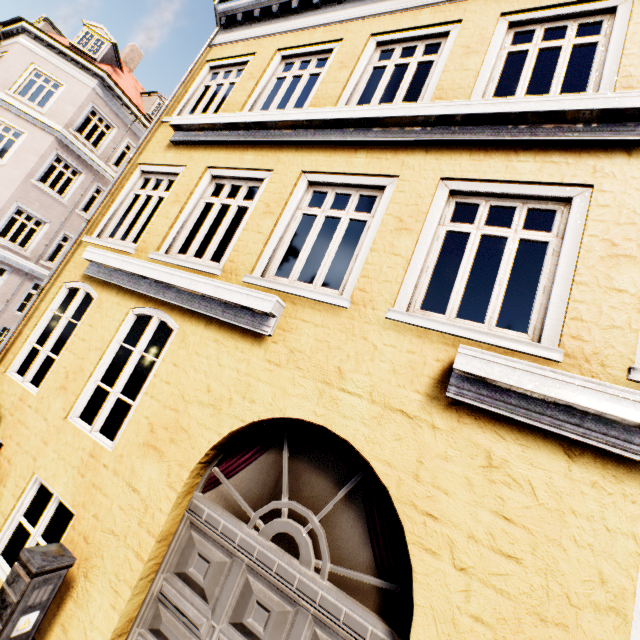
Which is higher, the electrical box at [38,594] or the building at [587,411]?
the building at [587,411]

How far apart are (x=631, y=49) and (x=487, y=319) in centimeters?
363cm

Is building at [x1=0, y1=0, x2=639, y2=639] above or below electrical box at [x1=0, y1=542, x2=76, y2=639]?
above
